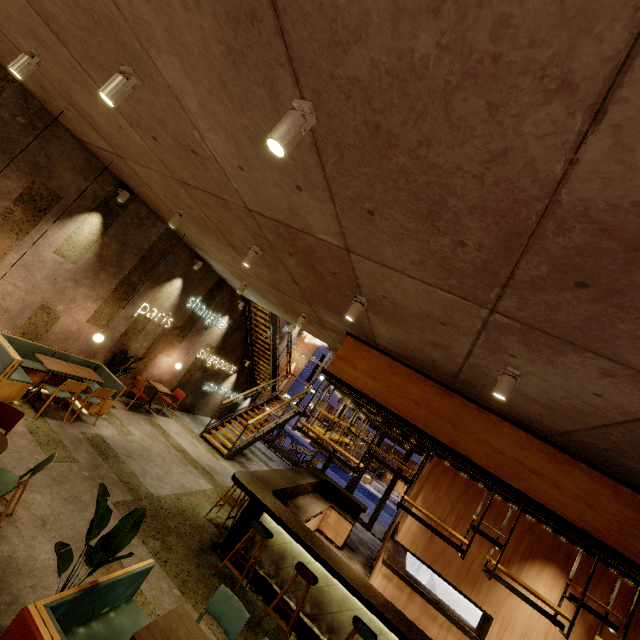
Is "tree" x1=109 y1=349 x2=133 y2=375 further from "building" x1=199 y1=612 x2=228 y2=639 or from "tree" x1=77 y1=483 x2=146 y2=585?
"tree" x1=77 y1=483 x2=146 y2=585

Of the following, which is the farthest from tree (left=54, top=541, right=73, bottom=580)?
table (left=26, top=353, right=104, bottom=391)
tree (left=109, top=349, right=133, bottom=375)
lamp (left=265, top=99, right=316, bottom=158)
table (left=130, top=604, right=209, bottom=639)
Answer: tree (left=109, top=349, right=133, bottom=375)

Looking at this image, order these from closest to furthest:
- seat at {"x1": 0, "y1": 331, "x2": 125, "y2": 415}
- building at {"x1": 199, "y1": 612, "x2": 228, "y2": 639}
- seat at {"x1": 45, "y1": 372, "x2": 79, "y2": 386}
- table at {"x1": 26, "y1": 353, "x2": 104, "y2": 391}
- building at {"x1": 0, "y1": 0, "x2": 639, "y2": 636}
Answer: building at {"x1": 0, "y1": 0, "x2": 639, "y2": 636} < building at {"x1": 199, "y1": 612, "x2": 228, "y2": 639} < seat at {"x1": 0, "y1": 331, "x2": 125, "y2": 415} < table at {"x1": 26, "y1": 353, "x2": 104, "y2": 391} < seat at {"x1": 45, "y1": 372, "x2": 79, "y2": 386}

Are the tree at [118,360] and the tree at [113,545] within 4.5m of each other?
no

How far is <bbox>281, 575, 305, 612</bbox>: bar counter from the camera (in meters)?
5.15

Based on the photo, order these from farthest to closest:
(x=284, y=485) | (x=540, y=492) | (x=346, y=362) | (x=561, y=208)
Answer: (x=284, y=485) → (x=346, y=362) → (x=540, y=492) → (x=561, y=208)

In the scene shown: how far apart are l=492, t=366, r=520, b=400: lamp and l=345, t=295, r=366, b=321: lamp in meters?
1.8

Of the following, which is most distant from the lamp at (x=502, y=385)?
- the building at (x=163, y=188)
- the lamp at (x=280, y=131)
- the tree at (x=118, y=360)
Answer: the tree at (x=118, y=360)
